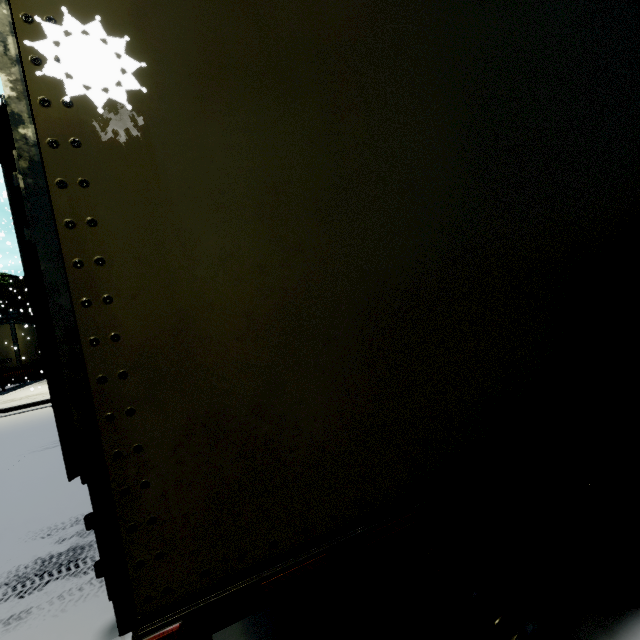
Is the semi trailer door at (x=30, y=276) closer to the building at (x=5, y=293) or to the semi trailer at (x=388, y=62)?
the semi trailer at (x=388, y=62)

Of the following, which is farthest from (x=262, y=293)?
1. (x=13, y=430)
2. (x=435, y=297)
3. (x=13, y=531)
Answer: (x=13, y=430)

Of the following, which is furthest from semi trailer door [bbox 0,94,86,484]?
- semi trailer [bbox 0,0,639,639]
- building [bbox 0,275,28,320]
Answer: building [bbox 0,275,28,320]

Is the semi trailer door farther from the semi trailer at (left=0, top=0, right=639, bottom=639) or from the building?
the building

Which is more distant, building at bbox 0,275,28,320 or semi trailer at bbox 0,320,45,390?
building at bbox 0,275,28,320

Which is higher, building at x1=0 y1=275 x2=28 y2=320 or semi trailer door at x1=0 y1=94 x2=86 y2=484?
building at x1=0 y1=275 x2=28 y2=320

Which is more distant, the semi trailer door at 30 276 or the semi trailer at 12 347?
the semi trailer at 12 347
